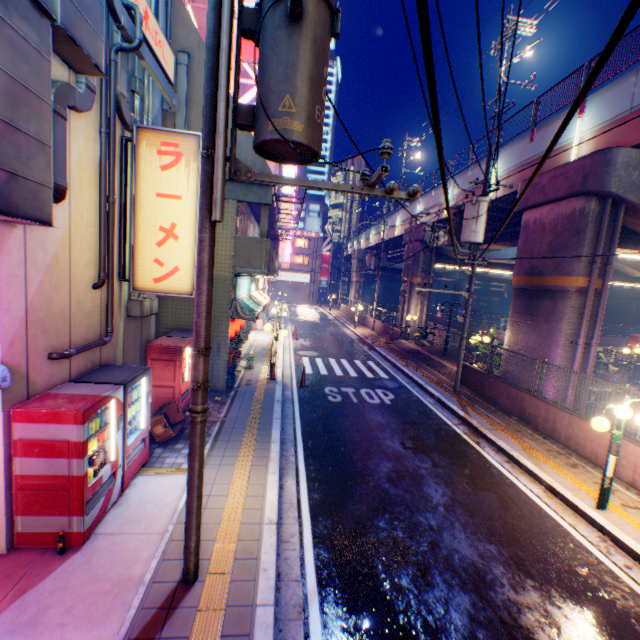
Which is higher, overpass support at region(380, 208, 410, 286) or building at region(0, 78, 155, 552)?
overpass support at region(380, 208, 410, 286)

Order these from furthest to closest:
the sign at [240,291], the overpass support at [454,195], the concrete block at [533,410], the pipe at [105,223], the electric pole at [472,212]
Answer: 1. the overpass support at [454,195]
2. the electric pole at [472,212]
3. the sign at [240,291]
4. the concrete block at [533,410]
5. the pipe at [105,223]

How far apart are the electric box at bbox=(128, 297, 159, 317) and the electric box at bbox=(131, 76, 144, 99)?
4.39m

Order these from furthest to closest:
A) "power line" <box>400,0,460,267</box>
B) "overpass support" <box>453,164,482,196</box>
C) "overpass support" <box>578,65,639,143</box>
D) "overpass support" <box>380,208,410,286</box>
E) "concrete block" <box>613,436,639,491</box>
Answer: "overpass support" <box>380,208,410,286</box>
"overpass support" <box>453,164,482,196</box>
"overpass support" <box>578,65,639,143</box>
"concrete block" <box>613,436,639,491</box>
"power line" <box>400,0,460,267</box>

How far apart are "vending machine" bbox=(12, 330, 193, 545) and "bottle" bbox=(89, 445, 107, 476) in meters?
A: 0.0 m

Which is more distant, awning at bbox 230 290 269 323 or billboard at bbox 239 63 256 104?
billboard at bbox 239 63 256 104

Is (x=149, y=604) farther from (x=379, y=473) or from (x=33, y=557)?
(x=379, y=473)

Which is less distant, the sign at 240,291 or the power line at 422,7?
the power line at 422,7
